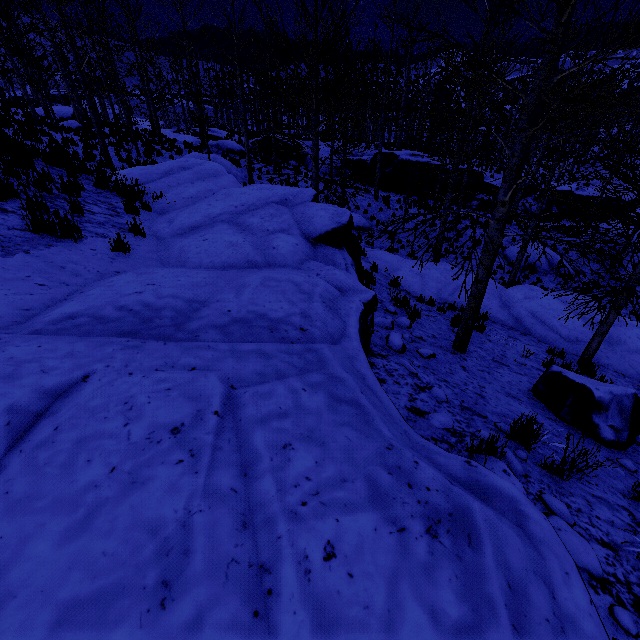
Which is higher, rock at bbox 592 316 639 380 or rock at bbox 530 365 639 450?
rock at bbox 530 365 639 450

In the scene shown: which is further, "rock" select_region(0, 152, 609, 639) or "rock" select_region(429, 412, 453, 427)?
"rock" select_region(429, 412, 453, 427)

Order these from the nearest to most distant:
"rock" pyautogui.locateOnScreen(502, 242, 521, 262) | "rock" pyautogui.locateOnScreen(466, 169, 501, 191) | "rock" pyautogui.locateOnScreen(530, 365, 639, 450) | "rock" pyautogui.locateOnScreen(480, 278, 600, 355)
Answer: "rock" pyautogui.locateOnScreen(530, 365, 639, 450), "rock" pyautogui.locateOnScreen(480, 278, 600, 355), "rock" pyautogui.locateOnScreen(502, 242, 521, 262), "rock" pyautogui.locateOnScreen(466, 169, 501, 191)

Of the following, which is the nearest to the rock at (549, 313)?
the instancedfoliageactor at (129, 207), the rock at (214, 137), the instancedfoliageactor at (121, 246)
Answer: the instancedfoliageactor at (129, 207)

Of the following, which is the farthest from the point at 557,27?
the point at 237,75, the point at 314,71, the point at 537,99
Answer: the point at 237,75

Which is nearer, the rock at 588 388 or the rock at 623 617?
the rock at 623 617

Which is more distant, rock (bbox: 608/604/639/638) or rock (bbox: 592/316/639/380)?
rock (bbox: 592/316/639/380)

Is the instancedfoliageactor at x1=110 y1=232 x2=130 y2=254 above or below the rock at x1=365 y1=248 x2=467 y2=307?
above
